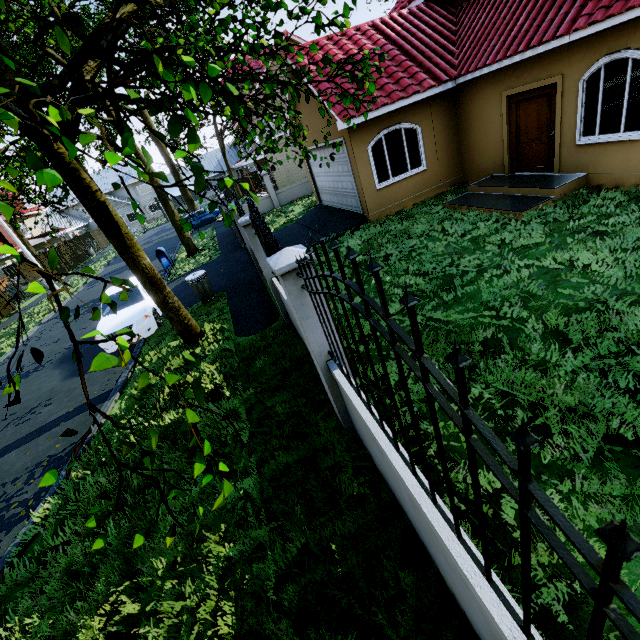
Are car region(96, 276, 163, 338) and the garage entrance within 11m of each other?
yes

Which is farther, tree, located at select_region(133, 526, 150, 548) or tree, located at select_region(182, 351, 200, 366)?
tree, located at select_region(133, 526, 150, 548)

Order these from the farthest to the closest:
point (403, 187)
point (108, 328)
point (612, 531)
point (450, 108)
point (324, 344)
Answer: point (403, 187), point (450, 108), point (108, 328), point (324, 344), point (612, 531)

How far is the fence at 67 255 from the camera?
30.9 meters

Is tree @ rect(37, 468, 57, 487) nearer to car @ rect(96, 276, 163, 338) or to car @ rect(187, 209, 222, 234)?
car @ rect(96, 276, 163, 338)

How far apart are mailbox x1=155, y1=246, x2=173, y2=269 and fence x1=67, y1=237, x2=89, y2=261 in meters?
25.4

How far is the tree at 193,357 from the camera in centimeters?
149cm

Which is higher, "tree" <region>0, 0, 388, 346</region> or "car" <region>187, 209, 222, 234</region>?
"tree" <region>0, 0, 388, 346</region>
